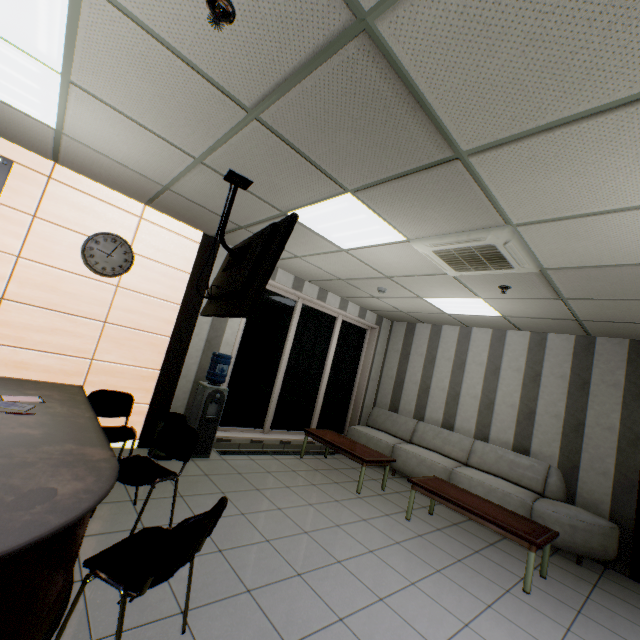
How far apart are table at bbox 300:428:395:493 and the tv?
3.2m

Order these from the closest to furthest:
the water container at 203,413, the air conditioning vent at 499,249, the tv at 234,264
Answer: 1. the tv at 234,264
2. the air conditioning vent at 499,249
3. the water container at 203,413

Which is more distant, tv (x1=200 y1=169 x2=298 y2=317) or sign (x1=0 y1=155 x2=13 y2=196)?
sign (x1=0 y1=155 x2=13 y2=196)

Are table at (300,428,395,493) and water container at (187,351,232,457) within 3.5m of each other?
yes

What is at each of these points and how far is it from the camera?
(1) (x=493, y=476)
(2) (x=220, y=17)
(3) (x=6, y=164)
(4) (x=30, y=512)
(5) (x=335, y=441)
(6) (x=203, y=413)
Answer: (1) sofa, 5.42m
(2) fire alarm, 1.50m
(3) sign, 3.49m
(4) desk, 1.48m
(5) table, 5.61m
(6) water container, 4.69m

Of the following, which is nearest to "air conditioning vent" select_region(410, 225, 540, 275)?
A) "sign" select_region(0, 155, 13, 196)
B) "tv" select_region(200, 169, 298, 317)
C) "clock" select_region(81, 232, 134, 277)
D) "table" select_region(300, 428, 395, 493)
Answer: "tv" select_region(200, 169, 298, 317)

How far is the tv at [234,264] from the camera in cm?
230

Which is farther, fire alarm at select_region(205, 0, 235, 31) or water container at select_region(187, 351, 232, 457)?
water container at select_region(187, 351, 232, 457)
